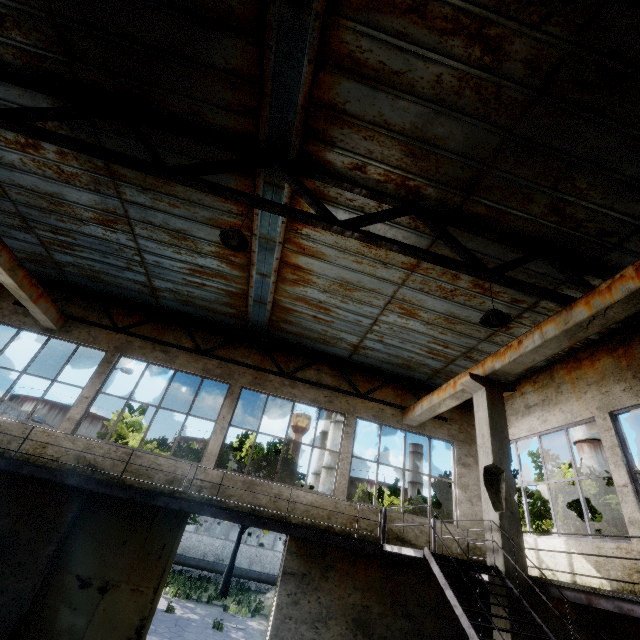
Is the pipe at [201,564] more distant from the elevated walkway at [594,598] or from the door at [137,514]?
the elevated walkway at [594,598]

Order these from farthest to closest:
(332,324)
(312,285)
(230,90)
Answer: (332,324) → (312,285) → (230,90)

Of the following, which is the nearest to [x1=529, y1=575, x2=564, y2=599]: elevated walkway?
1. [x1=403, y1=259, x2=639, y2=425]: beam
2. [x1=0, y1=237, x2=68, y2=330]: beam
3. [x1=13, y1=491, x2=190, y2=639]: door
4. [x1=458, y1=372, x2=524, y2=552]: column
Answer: [x1=458, y1=372, x2=524, y2=552]: column

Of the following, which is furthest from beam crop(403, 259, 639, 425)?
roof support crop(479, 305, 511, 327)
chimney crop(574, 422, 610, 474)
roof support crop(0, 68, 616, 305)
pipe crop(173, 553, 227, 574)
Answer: chimney crop(574, 422, 610, 474)

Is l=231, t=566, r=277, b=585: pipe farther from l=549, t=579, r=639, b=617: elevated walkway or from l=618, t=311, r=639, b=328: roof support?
l=549, t=579, r=639, b=617: elevated walkway

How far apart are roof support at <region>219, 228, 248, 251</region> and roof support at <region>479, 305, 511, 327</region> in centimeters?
396cm

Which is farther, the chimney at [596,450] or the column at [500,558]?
the chimney at [596,450]

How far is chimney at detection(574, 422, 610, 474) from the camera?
55.3m
